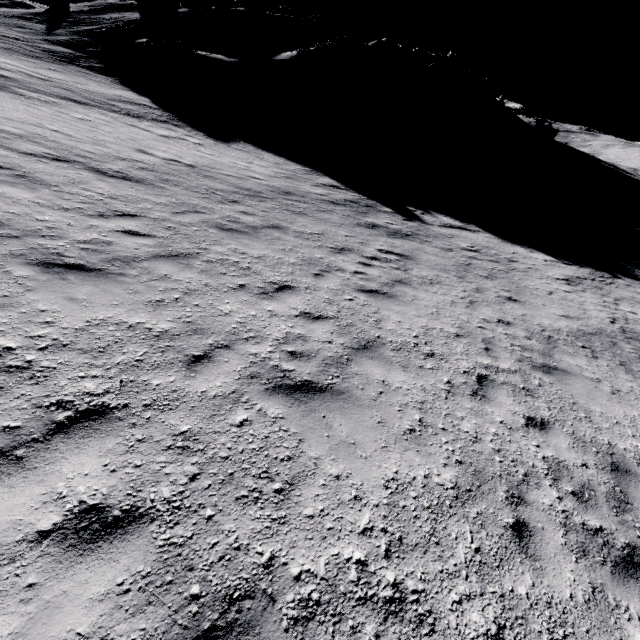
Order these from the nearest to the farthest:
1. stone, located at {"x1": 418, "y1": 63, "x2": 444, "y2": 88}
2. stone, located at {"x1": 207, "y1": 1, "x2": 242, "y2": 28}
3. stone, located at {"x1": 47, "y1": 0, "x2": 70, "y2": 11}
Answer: stone, located at {"x1": 207, "y1": 1, "x2": 242, "y2": 28} < stone, located at {"x1": 47, "y1": 0, "x2": 70, "y2": 11} < stone, located at {"x1": 418, "y1": 63, "x2": 444, "y2": 88}

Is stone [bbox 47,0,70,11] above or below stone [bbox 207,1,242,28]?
below

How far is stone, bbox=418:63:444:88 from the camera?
51.84m

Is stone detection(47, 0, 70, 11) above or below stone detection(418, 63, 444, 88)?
below

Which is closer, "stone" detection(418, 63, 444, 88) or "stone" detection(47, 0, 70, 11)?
"stone" detection(47, 0, 70, 11)

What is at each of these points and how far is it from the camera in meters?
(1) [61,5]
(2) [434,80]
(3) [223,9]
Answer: (1) stone, 47.2 m
(2) stone, 51.8 m
(3) stone, 43.2 m

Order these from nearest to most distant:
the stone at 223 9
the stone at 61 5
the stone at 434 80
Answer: the stone at 223 9 → the stone at 61 5 → the stone at 434 80

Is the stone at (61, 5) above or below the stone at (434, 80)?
below
